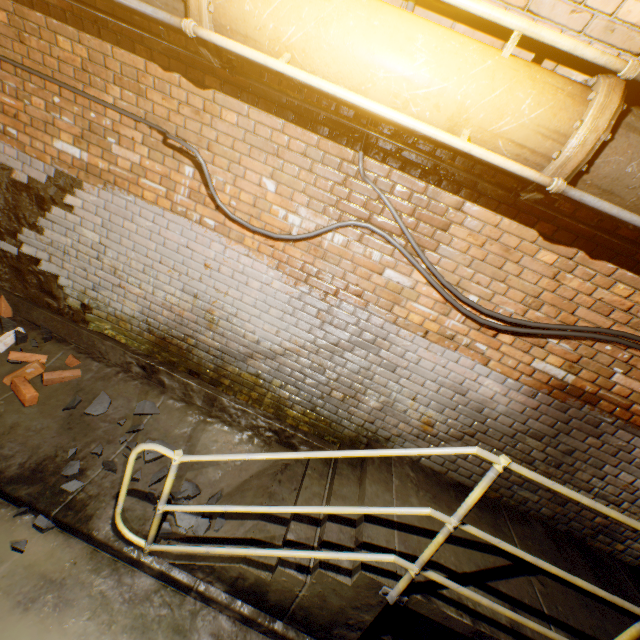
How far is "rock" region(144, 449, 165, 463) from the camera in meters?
3.1 m

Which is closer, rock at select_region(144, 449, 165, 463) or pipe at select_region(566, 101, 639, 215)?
pipe at select_region(566, 101, 639, 215)

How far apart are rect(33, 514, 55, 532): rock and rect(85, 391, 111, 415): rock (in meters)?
0.93

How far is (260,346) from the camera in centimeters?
340cm

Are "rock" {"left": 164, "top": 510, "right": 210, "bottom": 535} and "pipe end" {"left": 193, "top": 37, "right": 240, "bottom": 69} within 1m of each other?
no

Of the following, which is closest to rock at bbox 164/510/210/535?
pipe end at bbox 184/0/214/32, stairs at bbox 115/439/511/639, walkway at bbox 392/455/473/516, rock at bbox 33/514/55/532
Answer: stairs at bbox 115/439/511/639

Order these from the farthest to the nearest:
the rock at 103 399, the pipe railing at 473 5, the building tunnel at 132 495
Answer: the rock at 103 399 → the building tunnel at 132 495 → the pipe railing at 473 5

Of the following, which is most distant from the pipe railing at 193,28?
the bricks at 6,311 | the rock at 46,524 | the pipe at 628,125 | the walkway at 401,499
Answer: the rock at 46,524
